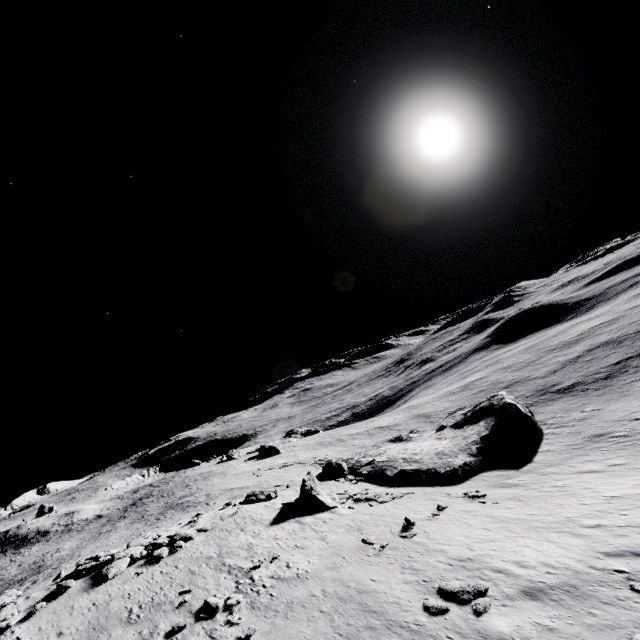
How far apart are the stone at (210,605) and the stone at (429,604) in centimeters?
829cm

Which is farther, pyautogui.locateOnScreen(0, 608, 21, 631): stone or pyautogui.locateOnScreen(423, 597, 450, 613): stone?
pyautogui.locateOnScreen(0, 608, 21, 631): stone

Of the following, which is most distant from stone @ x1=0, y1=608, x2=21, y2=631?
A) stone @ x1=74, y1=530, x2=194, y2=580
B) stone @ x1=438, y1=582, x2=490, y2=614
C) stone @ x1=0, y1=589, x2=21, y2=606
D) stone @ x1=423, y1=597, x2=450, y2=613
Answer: stone @ x1=438, y1=582, x2=490, y2=614

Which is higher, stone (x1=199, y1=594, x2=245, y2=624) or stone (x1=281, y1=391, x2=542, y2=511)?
stone (x1=199, y1=594, x2=245, y2=624)

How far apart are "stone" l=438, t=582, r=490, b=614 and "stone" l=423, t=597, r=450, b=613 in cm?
45

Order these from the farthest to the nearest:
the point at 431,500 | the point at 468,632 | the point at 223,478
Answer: the point at 223,478 → the point at 431,500 → the point at 468,632

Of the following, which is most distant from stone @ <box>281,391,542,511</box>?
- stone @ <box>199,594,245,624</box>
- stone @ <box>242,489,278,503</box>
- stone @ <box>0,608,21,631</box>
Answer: stone @ <box>0,608,21,631</box>

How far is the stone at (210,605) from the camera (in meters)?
15.04
